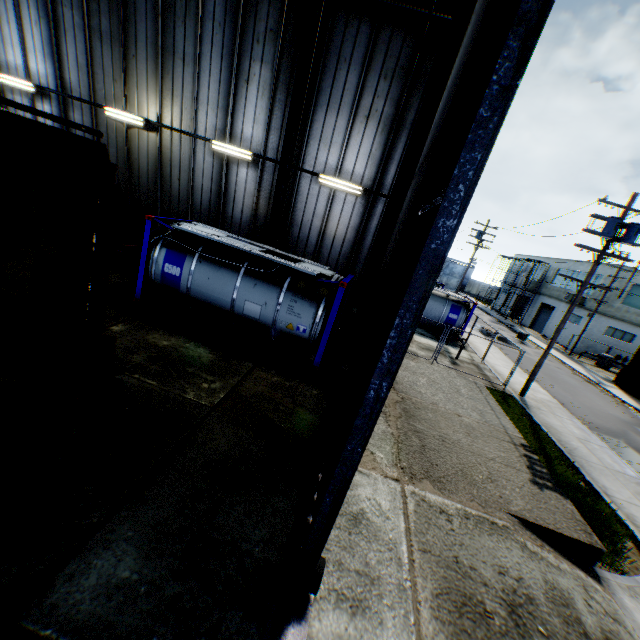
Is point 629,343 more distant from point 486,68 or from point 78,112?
point 78,112

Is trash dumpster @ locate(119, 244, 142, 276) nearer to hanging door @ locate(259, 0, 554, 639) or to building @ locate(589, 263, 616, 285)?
hanging door @ locate(259, 0, 554, 639)

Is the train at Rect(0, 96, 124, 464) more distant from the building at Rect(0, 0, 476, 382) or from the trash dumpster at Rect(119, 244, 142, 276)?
the trash dumpster at Rect(119, 244, 142, 276)

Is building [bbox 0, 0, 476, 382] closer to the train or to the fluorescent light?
the fluorescent light

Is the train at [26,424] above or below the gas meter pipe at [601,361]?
above

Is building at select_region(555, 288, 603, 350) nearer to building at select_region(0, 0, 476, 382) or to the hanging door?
building at select_region(0, 0, 476, 382)

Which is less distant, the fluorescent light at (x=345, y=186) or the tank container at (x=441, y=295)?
the fluorescent light at (x=345, y=186)

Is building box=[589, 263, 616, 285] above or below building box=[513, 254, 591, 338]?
above
